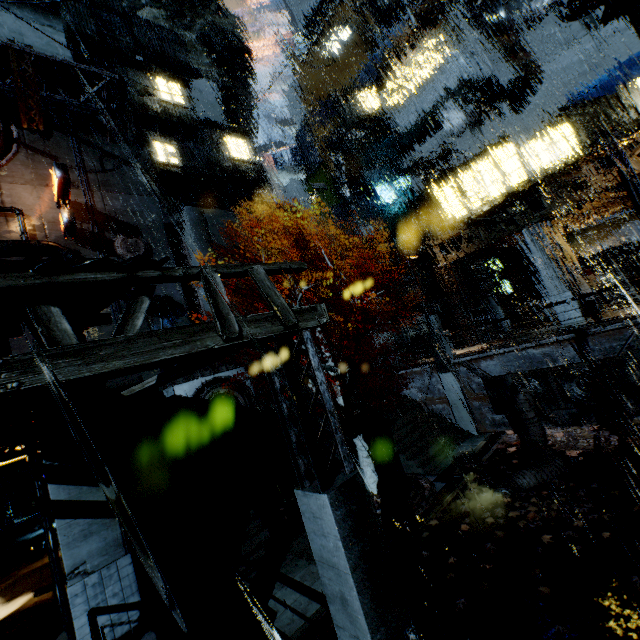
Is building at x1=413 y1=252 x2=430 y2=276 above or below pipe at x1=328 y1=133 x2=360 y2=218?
below

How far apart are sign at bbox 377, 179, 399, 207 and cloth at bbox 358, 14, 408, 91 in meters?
7.2 m

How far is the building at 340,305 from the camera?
34.19m

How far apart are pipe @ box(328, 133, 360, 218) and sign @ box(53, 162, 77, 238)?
25.53m

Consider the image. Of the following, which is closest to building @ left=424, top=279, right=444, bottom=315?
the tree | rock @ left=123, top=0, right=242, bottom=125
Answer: rock @ left=123, top=0, right=242, bottom=125

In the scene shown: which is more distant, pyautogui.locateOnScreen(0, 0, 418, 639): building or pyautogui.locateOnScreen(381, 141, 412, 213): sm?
pyautogui.locateOnScreen(381, 141, 412, 213): sm

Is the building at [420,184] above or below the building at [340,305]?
above

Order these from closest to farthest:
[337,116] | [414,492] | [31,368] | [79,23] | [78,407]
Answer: [31,368] < [78,407] < [414,492] < [79,23] < [337,116]
